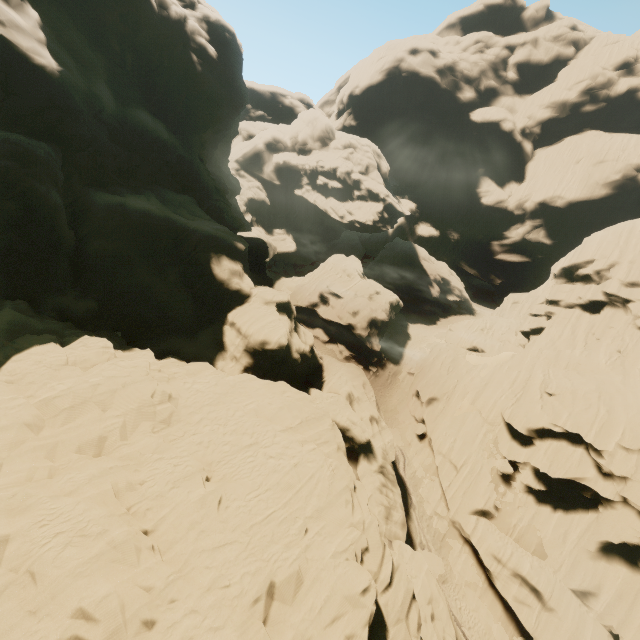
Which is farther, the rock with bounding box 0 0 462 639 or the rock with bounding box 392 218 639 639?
the rock with bounding box 392 218 639 639

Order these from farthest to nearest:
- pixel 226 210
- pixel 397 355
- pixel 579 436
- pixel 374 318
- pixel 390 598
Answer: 1. pixel 397 355
2. pixel 374 318
3. pixel 226 210
4. pixel 579 436
5. pixel 390 598

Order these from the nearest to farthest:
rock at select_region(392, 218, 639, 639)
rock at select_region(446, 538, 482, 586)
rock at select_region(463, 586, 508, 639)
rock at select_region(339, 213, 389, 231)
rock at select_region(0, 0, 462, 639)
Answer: rock at select_region(0, 0, 462, 639)
rock at select_region(392, 218, 639, 639)
rock at select_region(463, 586, 508, 639)
rock at select_region(446, 538, 482, 586)
rock at select_region(339, 213, 389, 231)

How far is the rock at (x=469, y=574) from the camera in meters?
26.8 m

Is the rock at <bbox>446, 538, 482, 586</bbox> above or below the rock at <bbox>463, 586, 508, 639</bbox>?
above

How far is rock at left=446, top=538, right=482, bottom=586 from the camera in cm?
2683

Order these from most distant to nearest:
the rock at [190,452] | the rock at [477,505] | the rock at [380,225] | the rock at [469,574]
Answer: the rock at [380,225] → the rock at [469,574] → the rock at [477,505] → the rock at [190,452]
